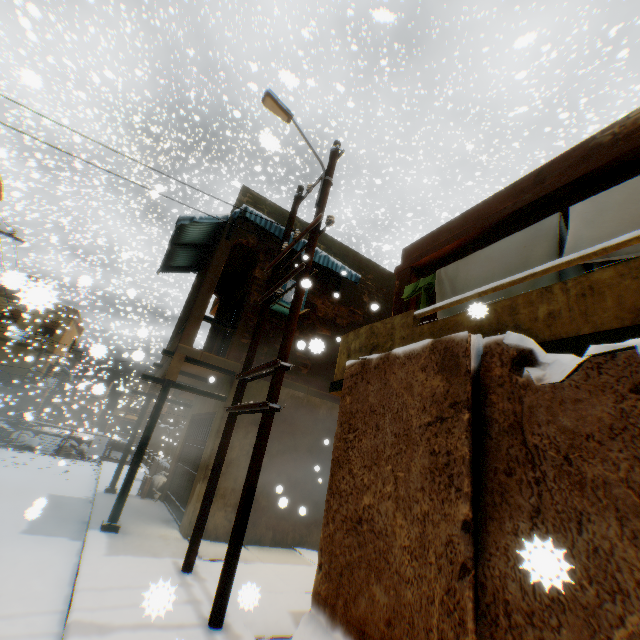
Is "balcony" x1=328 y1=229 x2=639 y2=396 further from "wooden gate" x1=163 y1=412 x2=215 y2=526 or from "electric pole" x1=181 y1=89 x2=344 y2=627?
"wooden gate" x1=163 y1=412 x2=215 y2=526

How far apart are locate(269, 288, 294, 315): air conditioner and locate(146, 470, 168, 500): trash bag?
6.89m

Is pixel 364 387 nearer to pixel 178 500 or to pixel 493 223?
pixel 493 223

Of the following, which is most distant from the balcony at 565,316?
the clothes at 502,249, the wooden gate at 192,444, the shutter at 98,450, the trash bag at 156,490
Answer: the shutter at 98,450

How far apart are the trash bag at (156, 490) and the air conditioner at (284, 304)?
6.9 meters

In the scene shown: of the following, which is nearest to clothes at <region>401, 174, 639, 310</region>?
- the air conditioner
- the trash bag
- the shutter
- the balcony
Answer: the balcony

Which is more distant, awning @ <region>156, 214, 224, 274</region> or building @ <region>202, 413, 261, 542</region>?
awning @ <region>156, 214, 224, 274</region>

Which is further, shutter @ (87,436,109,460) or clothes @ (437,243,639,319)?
shutter @ (87,436,109,460)
